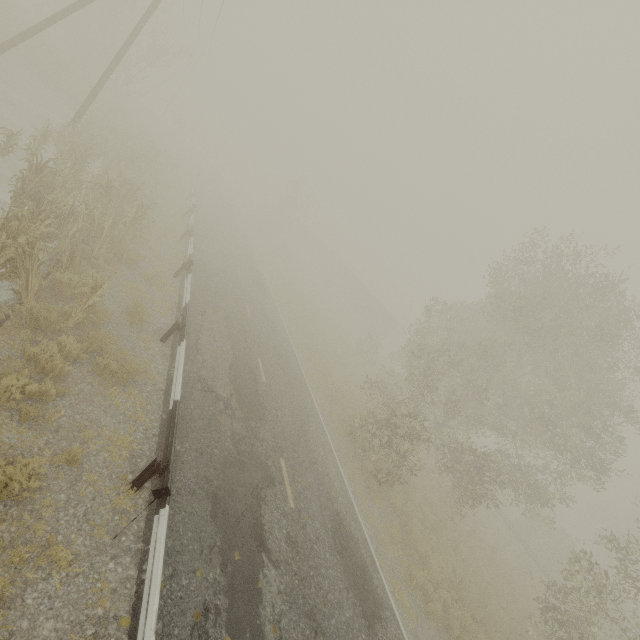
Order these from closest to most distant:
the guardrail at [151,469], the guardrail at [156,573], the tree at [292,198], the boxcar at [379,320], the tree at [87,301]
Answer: the guardrail at [156,573] < the guardrail at [151,469] < the tree at [87,301] < the tree at [292,198] < the boxcar at [379,320]

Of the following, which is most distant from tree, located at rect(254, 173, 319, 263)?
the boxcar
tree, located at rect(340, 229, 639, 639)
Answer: tree, located at rect(340, 229, 639, 639)

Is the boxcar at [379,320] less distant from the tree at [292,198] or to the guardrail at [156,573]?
the tree at [292,198]

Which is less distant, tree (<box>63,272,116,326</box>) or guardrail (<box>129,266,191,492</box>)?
guardrail (<box>129,266,191,492</box>)

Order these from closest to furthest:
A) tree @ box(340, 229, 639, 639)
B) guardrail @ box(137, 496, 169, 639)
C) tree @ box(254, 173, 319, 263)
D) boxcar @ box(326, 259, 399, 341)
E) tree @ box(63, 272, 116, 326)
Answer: guardrail @ box(137, 496, 169, 639) → tree @ box(63, 272, 116, 326) → tree @ box(340, 229, 639, 639) → tree @ box(254, 173, 319, 263) → boxcar @ box(326, 259, 399, 341)

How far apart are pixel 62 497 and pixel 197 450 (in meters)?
2.83

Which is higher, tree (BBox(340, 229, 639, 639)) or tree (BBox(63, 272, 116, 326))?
tree (BBox(340, 229, 639, 639))

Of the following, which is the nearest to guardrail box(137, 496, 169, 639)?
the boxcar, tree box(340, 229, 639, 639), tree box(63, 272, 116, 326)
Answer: tree box(63, 272, 116, 326)
